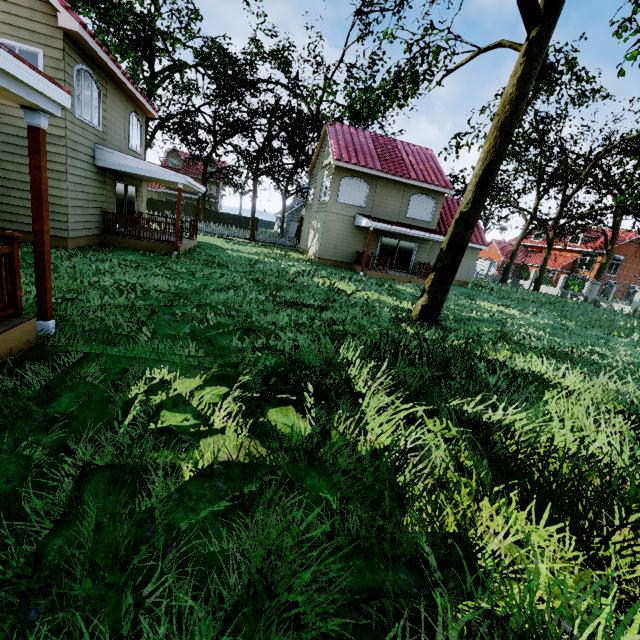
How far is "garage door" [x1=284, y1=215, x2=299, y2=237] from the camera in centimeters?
4678cm

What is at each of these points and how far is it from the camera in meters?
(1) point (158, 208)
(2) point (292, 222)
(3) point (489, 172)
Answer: (1) fence, 42.8
(2) garage door, 47.1
(3) tree, 8.5

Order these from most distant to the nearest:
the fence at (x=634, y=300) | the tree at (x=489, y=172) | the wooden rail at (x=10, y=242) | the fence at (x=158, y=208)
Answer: the fence at (x=158, y=208), the fence at (x=634, y=300), the tree at (x=489, y=172), the wooden rail at (x=10, y=242)

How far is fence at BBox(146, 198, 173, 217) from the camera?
42.26m

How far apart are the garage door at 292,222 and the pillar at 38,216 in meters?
44.4 m

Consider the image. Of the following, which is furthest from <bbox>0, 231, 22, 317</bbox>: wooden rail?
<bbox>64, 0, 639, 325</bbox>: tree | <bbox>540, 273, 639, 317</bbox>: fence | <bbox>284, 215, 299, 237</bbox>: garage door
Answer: <bbox>284, 215, 299, 237</bbox>: garage door

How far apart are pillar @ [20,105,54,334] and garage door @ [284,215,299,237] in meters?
44.4

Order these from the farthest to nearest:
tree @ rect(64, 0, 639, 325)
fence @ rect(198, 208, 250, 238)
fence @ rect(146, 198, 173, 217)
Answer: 1. fence @ rect(146, 198, 173, 217)
2. fence @ rect(198, 208, 250, 238)
3. tree @ rect(64, 0, 639, 325)
